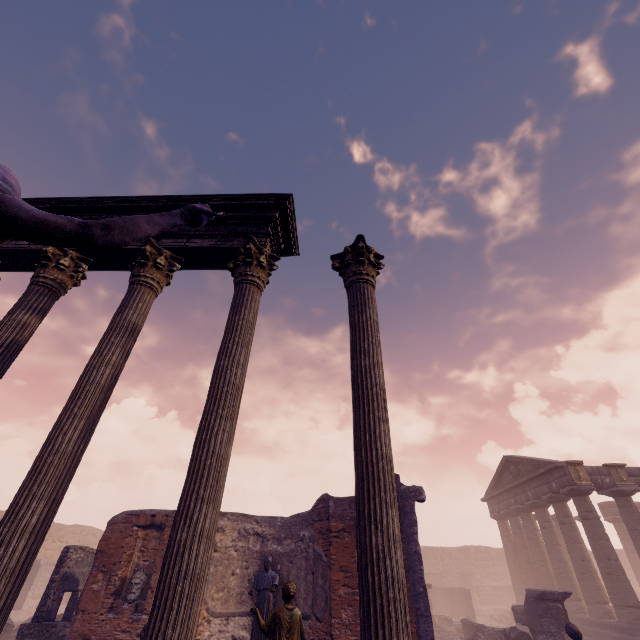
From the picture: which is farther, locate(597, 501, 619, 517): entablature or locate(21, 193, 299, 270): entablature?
locate(597, 501, 619, 517): entablature

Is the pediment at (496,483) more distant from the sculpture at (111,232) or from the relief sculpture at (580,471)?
the sculpture at (111,232)

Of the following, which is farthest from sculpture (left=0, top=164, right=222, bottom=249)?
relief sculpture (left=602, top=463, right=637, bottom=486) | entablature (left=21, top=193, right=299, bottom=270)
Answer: relief sculpture (left=602, top=463, right=637, bottom=486)

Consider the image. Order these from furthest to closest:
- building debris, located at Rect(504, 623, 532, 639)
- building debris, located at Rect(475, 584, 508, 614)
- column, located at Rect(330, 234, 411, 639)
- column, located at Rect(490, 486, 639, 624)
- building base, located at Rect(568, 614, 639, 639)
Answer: building debris, located at Rect(475, 584, 508, 614) < column, located at Rect(490, 486, 639, 624) < building base, located at Rect(568, 614, 639, 639) < building debris, located at Rect(504, 623, 532, 639) < column, located at Rect(330, 234, 411, 639)

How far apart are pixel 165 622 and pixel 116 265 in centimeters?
548cm

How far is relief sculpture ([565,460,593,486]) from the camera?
17.08m

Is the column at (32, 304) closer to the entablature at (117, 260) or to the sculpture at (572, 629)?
the entablature at (117, 260)

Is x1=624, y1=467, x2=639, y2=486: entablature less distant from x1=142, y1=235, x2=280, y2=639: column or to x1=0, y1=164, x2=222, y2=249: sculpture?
x1=142, y1=235, x2=280, y2=639: column
